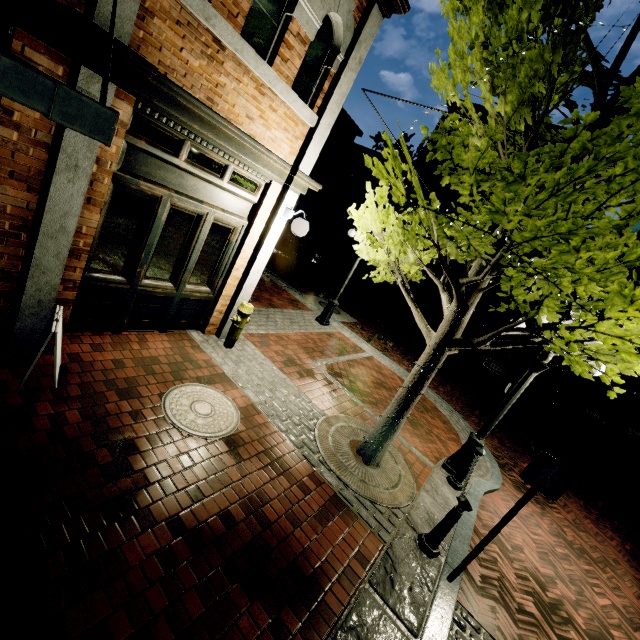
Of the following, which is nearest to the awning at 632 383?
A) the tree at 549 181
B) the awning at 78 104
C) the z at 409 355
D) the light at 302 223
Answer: the tree at 549 181

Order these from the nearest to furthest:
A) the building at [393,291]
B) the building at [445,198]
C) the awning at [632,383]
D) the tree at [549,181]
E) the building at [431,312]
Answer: the tree at [549,181]
the awning at [632,383]
the building at [445,198]
the building at [431,312]
the building at [393,291]

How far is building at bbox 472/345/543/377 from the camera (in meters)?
20.98

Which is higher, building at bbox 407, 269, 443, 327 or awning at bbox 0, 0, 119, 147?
awning at bbox 0, 0, 119, 147

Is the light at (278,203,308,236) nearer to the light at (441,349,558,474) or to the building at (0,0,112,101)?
the building at (0,0,112,101)

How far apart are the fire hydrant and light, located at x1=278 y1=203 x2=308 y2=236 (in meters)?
1.43

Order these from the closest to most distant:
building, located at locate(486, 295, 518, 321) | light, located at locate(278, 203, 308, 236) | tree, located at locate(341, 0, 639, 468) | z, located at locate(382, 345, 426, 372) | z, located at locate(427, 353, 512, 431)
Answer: tree, located at locate(341, 0, 639, 468), light, located at locate(278, 203, 308, 236), z, located at locate(427, 353, 512, 431), z, located at locate(382, 345, 426, 372), building, located at locate(486, 295, 518, 321)

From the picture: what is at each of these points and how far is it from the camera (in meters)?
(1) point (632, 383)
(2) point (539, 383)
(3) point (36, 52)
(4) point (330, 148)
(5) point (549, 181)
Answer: (1) awning, 14.77
(2) building, 20.94
(3) building, 2.78
(4) tree, 24.02
(5) tree, 2.47
